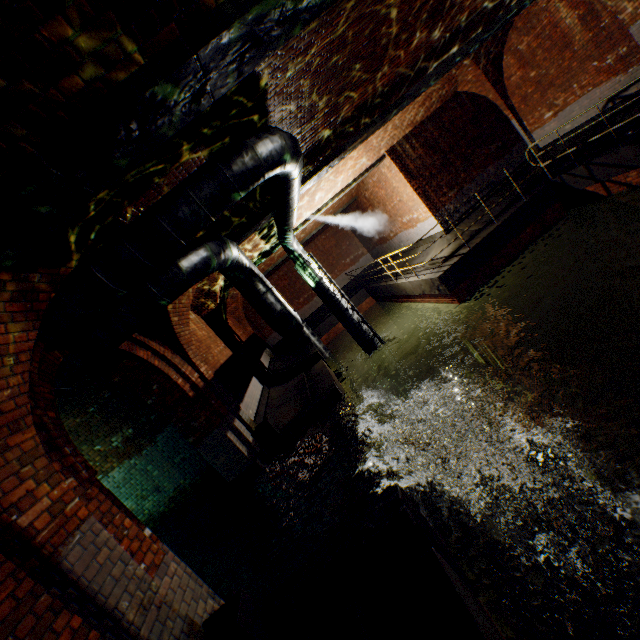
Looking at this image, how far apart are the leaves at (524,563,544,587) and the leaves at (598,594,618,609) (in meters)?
0.55

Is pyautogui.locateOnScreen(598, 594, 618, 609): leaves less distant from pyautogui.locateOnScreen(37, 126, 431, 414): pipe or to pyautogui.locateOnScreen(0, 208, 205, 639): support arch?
pyautogui.locateOnScreen(0, 208, 205, 639): support arch

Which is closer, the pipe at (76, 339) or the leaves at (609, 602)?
the leaves at (609, 602)

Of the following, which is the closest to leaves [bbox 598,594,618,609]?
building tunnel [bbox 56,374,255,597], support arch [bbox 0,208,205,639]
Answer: support arch [bbox 0,208,205,639]

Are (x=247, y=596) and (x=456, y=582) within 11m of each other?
yes

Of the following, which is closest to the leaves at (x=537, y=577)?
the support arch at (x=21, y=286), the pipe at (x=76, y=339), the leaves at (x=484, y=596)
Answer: the leaves at (x=484, y=596)

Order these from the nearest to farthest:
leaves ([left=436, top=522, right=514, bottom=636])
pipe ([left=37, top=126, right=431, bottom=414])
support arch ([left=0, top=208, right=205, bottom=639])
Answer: support arch ([left=0, top=208, right=205, bottom=639]), leaves ([left=436, top=522, right=514, bottom=636]), pipe ([left=37, top=126, right=431, bottom=414])

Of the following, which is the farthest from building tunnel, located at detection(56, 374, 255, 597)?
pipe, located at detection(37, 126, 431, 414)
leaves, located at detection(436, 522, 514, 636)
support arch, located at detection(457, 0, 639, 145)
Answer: support arch, located at detection(457, 0, 639, 145)
